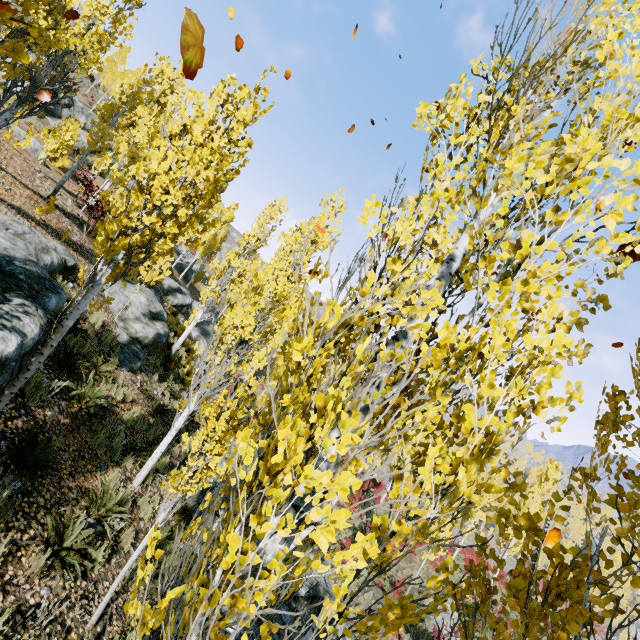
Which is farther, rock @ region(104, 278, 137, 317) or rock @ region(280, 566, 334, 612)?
rock @ region(104, 278, 137, 317)

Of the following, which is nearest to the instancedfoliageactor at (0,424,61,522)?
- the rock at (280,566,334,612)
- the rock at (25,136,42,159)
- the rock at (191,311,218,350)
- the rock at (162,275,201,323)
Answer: the rock at (280,566,334,612)

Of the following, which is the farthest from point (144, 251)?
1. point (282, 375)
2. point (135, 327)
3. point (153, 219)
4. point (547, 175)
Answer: point (135, 327)

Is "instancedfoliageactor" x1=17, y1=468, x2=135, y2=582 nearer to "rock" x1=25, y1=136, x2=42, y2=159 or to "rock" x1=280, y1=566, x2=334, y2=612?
"rock" x1=280, y1=566, x2=334, y2=612

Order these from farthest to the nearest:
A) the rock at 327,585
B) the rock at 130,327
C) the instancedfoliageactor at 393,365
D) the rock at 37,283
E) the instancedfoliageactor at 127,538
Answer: the rock at 130,327, the rock at 327,585, the instancedfoliageactor at 127,538, the rock at 37,283, the instancedfoliageactor at 393,365

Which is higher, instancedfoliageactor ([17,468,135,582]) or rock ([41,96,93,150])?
rock ([41,96,93,150])

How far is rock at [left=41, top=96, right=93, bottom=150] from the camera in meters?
25.8

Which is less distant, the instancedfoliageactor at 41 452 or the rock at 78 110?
the instancedfoliageactor at 41 452
